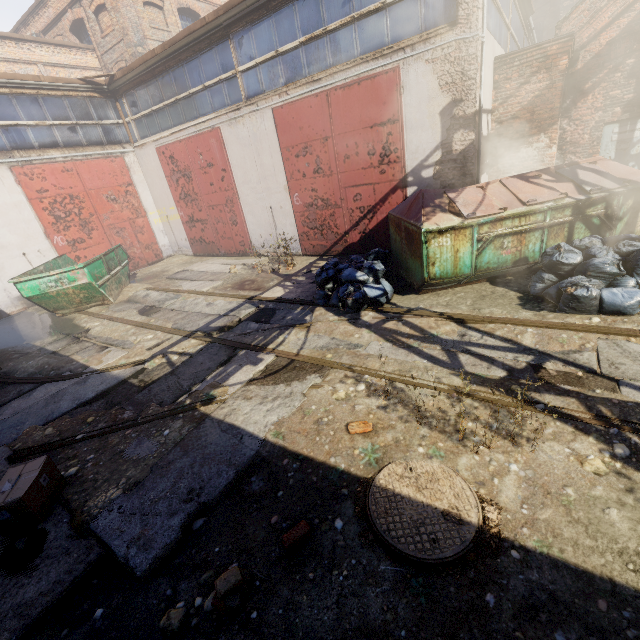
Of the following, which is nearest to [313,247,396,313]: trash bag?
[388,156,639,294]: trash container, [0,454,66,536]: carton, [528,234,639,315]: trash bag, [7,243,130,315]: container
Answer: [388,156,639,294]: trash container

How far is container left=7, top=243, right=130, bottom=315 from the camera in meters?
8.2

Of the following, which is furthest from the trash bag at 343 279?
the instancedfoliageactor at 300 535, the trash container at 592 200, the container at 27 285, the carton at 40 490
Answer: the container at 27 285

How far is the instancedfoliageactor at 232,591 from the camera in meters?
2.2

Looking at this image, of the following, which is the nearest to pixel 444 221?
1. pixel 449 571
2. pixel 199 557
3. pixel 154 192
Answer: pixel 449 571

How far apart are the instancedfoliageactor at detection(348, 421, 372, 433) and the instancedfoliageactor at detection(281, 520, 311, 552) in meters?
1.0

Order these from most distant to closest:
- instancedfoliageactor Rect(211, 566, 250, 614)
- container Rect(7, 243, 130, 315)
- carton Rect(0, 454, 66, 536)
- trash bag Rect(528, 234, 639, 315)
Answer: container Rect(7, 243, 130, 315)
trash bag Rect(528, 234, 639, 315)
carton Rect(0, 454, 66, 536)
instancedfoliageactor Rect(211, 566, 250, 614)

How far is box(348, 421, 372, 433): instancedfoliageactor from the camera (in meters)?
3.38
